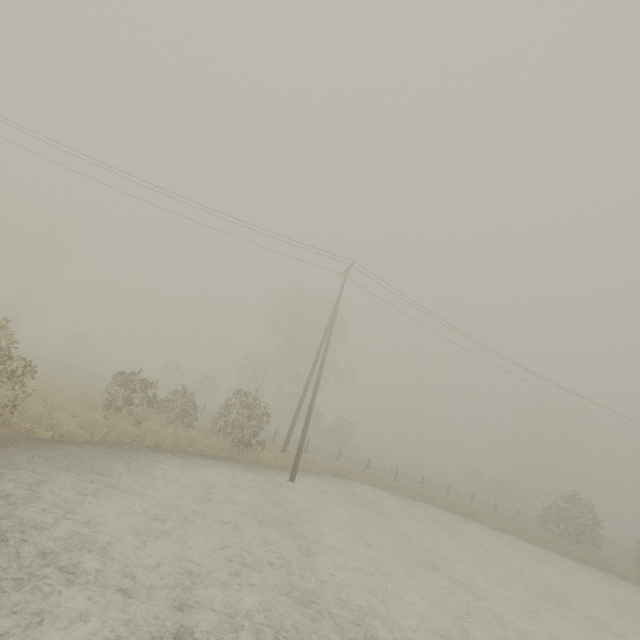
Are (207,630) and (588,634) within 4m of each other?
no
